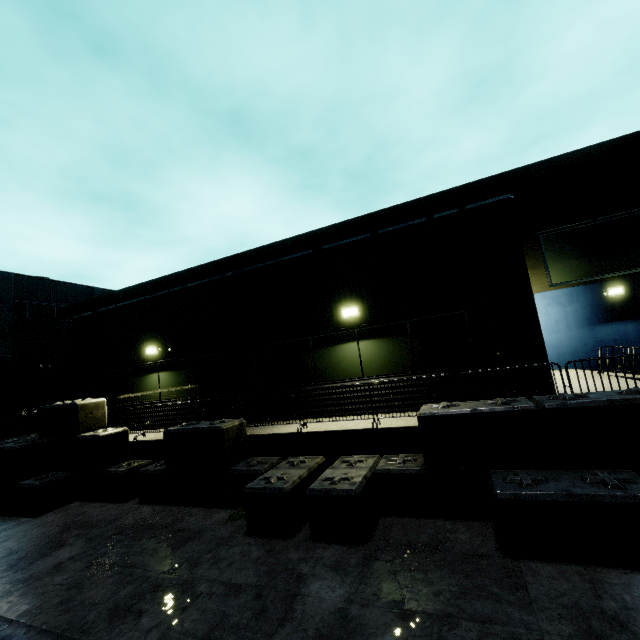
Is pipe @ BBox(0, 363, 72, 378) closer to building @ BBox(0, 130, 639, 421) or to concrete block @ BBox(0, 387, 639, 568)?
building @ BBox(0, 130, 639, 421)

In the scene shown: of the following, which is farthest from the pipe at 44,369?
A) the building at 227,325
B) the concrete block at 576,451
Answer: the concrete block at 576,451

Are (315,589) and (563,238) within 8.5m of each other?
no

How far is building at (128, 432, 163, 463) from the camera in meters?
9.6 m

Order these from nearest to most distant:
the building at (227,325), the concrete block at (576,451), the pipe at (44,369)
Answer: the concrete block at (576,451) → the building at (227,325) → the pipe at (44,369)

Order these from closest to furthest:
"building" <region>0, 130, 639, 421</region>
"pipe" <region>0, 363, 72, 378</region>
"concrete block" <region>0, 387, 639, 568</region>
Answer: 1. "concrete block" <region>0, 387, 639, 568</region>
2. "building" <region>0, 130, 639, 421</region>
3. "pipe" <region>0, 363, 72, 378</region>

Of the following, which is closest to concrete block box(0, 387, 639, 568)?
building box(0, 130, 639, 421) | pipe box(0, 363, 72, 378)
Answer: building box(0, 130, 639, 421)
